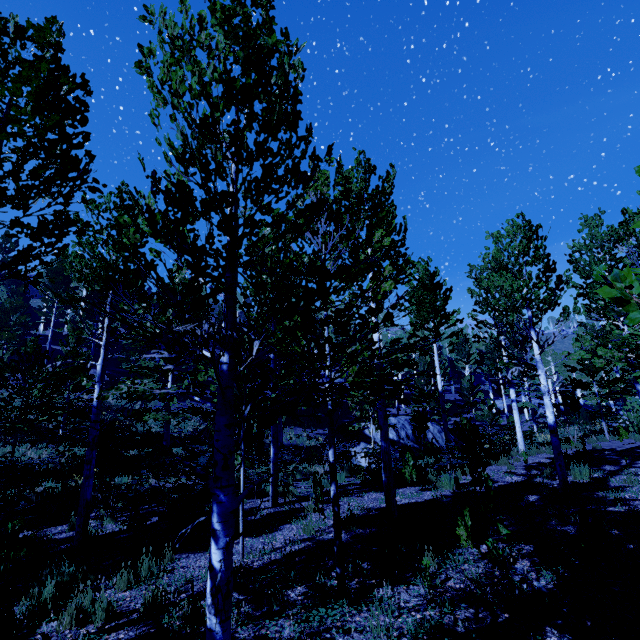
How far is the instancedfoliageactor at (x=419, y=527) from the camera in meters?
6.0

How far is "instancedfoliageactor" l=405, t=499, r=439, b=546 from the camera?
6.0m

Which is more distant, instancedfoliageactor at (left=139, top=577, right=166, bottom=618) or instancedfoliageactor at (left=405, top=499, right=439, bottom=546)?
instancedfoliageactor at (left=405, top=499, right=439, bottom=546)

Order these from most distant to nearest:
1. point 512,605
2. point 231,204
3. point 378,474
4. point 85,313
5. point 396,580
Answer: point 85,313 → point 378,474 → point 396,580 → point 512,605 → point 231,204

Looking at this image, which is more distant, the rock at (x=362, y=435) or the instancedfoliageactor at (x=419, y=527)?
the rock at (x=362, y=435)

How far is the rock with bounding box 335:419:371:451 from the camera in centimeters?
1883cm

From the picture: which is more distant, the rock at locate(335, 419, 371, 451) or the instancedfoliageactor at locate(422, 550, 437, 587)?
the rock at locate(335, 419, 371, 451)

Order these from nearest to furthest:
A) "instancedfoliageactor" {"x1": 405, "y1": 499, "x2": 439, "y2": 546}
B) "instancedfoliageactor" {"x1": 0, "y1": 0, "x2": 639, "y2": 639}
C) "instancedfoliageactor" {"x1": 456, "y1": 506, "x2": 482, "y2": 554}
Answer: "instancedfoliageactor" {"x1": 0, "y1": 0, "x2": 639, "y2": 639} < "instancedfoliageactor" {"x1": 456, "y1": 506, "x2": 482, "y2": 554} < "instancedfoliageactor" {"x1": 405, "y1": 499, "x2": 439, "y2": 546}
